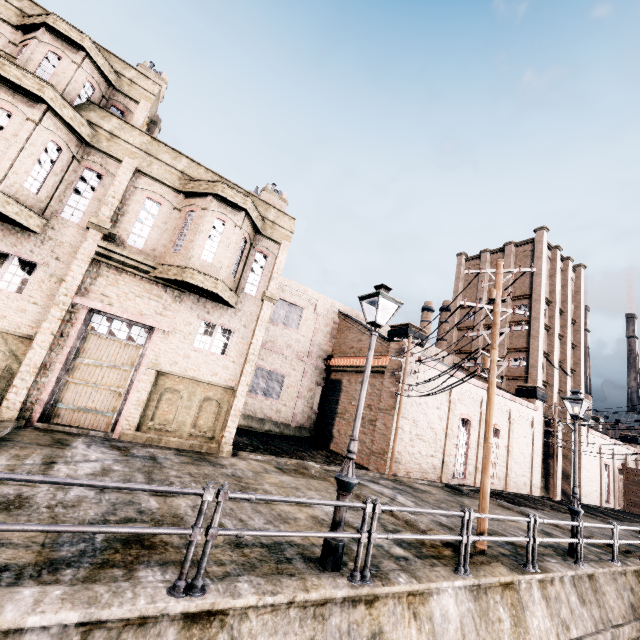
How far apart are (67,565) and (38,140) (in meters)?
13.60

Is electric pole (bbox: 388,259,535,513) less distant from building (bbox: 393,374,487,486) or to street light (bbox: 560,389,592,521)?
building (bbox: 393,374,487,486)

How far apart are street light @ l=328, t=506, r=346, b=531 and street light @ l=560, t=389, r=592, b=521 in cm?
997

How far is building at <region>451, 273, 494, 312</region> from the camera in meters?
42.2 m

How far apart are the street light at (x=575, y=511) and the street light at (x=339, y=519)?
9.97m

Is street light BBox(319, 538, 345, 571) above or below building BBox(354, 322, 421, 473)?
below

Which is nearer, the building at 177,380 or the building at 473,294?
the building at 177,380
